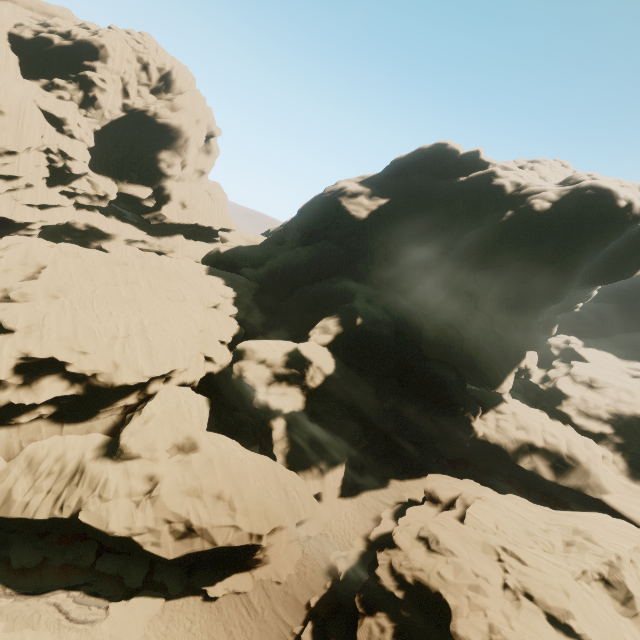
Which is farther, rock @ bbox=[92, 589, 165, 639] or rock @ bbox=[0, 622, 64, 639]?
rock @ bbox=[92, 589, 165, 639]

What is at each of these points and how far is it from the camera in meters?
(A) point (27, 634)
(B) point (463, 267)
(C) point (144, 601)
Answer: (A) rock, 13.7 m
(B) rock, 38.7 m
(C) rock, 18.5 m

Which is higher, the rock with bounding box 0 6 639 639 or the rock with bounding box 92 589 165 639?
the rock with bounding box 0 6 639 639

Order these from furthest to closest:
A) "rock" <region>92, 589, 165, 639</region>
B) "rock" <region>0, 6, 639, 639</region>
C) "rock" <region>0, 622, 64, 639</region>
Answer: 1. "rock" <region>0, 6, 639, 639</region>
2. "rock" <region>92, 589, 165, 639</region>
3. "rock" <region>0, 622, 64, 639</region>

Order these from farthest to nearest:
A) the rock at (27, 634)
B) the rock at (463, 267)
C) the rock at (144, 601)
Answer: the rock at (463, 267) < the rock at (144, 601) < the rock at (27, 634)

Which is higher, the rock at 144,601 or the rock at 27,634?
the rock at 27,634
